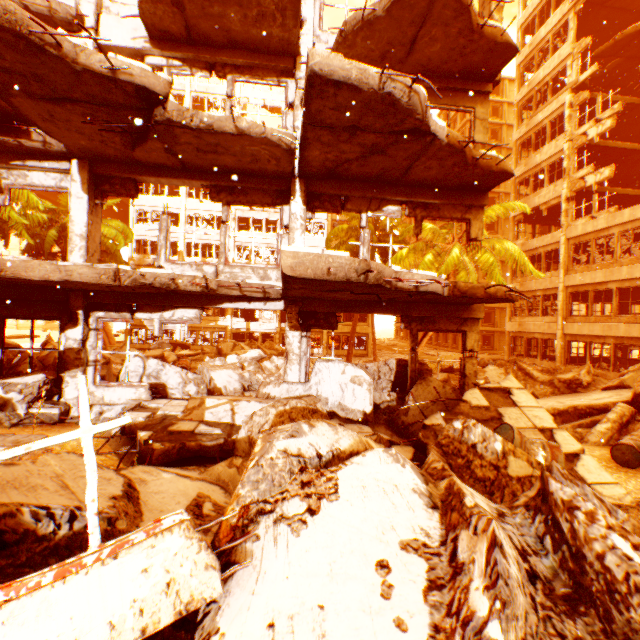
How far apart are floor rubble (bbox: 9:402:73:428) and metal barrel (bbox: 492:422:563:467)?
8.4m

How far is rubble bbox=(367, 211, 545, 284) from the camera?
11.91m

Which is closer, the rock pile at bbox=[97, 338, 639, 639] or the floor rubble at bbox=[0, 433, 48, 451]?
the rock pile at bbox=[97, 338, 639, 639]

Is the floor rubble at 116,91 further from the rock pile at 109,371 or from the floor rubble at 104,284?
the rock pile at 109,371

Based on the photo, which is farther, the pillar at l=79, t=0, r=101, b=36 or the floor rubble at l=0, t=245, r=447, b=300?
the pillar at l=79, t=0, r=101, b=36

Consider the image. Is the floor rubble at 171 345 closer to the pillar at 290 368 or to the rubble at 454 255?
the rubble at 454 255

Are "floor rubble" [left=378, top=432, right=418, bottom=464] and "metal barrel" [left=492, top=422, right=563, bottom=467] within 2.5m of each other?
yes

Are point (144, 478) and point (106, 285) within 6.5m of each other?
yes
